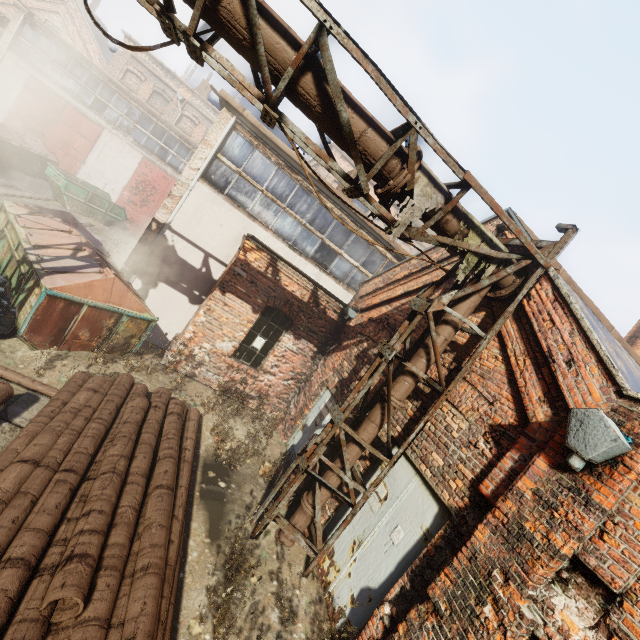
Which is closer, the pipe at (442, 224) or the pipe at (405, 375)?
the pipe at (442, 224)

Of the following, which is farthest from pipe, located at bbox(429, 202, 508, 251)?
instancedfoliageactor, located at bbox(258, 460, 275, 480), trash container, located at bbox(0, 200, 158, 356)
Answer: trash container, located at bbox(0, 200, 158, 356)

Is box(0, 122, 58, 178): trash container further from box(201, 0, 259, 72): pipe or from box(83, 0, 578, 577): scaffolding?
box(201, 0, 259, 72): pipe

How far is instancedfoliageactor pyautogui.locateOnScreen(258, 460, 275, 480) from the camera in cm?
670

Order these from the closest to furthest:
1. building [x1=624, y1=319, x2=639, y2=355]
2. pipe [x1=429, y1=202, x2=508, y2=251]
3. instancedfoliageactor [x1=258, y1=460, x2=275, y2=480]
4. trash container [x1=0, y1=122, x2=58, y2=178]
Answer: pipe [x1=429, y1=202, x2=508, y2=251] < instancedfoliageactor [x1=258, y1=460, x2=275, y2=480] < building [x1=624, y1=319, x2=639, y2=355] < trash container [x1=0, y1=122, x2=58, y2=178]

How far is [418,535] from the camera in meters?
4.4 m

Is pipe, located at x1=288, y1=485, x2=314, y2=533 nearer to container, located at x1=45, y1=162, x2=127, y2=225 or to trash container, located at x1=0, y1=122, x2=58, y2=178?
trash container, located at x1=0, y1=122, x2=58, y2=178

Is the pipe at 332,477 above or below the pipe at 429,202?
below
